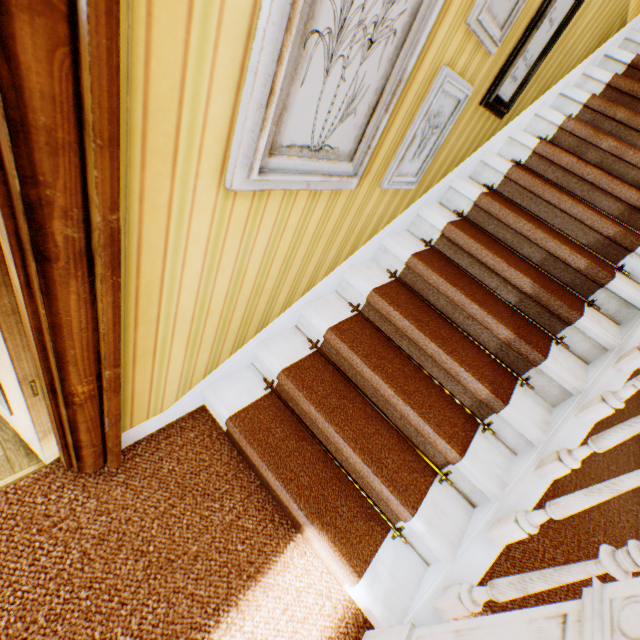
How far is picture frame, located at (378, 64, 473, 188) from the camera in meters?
1.6

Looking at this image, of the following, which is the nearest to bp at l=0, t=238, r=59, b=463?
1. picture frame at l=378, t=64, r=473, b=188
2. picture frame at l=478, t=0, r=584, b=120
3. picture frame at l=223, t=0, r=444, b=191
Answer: picture frame at l=223, t=0, r=444, b=191

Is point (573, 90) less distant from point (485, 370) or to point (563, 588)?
point (485, 370)

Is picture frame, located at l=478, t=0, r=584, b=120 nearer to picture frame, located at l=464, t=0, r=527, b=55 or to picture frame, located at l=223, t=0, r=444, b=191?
picture frame, located at l=464, t=0, r=527, b=55

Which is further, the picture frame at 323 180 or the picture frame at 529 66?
the picture frame at 529 66

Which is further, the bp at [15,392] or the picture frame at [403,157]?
the picture frame at [403,157]

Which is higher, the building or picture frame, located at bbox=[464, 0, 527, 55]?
picture frame, located at bbox=[464, 0, 527, 55]

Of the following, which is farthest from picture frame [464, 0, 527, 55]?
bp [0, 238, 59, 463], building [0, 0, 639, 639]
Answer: bp [0, 238, 59, 463]
